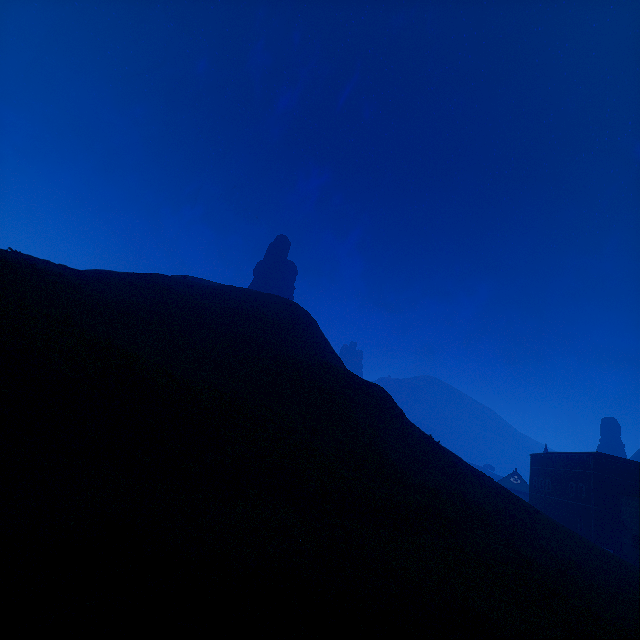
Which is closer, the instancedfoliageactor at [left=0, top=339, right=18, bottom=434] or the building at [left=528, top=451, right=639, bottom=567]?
the instancedfoliageactor at [left=0, top=339, right=18, bottom=434]

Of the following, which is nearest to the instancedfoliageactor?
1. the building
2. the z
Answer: the z

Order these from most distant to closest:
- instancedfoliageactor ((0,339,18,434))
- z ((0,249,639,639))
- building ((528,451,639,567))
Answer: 1. building ((528,451,639,567))
2. instancedfoliageactor ((0,339,18,434))
3. z ((0,249,639,639))

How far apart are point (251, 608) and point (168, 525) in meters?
3.1 m

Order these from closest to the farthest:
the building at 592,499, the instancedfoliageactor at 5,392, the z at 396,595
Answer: the z at 396,595
the instancedfoliageactor at 5,392
the building at 592,499

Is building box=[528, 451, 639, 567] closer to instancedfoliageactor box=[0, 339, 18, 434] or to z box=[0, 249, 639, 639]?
z box=[0, 249, 639, 639]

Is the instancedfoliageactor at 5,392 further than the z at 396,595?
Yes
